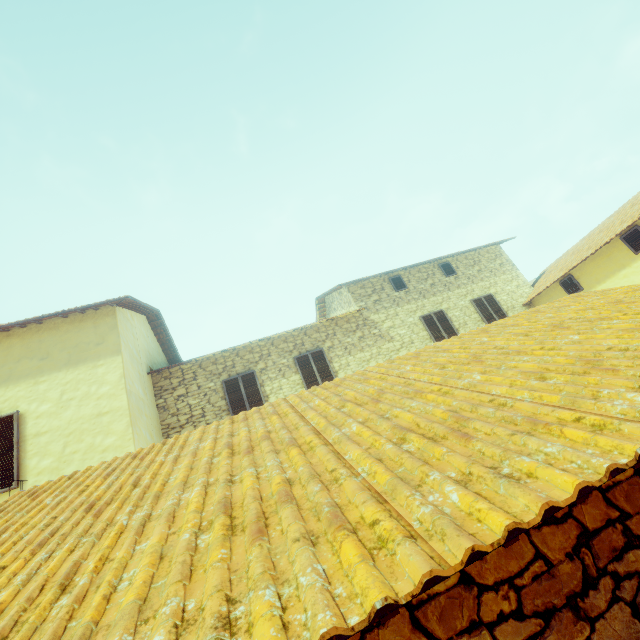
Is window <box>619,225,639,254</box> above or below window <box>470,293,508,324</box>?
below

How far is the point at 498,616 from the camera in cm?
146

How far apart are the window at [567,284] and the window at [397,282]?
5.6 meters

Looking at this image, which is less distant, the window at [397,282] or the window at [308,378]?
the window at [308,378]

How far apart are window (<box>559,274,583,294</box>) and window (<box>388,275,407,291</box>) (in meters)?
5.63

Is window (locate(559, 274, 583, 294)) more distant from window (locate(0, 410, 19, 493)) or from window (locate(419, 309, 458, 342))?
window (locate(0, 410, 19, 493))

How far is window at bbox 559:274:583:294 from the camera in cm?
1166

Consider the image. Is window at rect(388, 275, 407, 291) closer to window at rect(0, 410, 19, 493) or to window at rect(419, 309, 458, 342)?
window at rect(419, 309, 458, 342)
